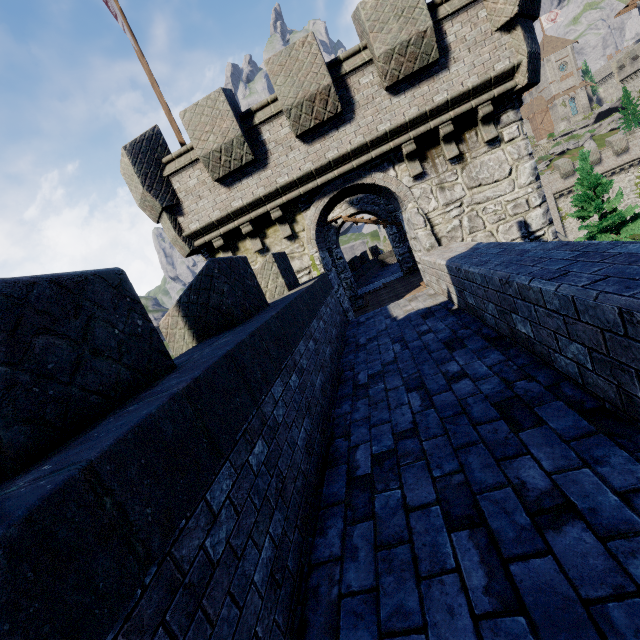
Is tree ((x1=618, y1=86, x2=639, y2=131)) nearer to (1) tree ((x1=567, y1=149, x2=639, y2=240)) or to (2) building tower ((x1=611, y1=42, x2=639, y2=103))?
(2) building tower ((x1=611, y1=42, x2=639, y2=103))

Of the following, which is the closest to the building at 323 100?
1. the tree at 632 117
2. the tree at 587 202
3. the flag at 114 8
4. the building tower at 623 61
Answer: the flag at 114 8

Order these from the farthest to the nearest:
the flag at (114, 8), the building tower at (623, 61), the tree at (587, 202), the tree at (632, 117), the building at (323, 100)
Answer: the tree at (632, 117)
the building tower at (623, 61)
the tree at (587, 202)
the flag at (114, 8)
the building at (323, 100)

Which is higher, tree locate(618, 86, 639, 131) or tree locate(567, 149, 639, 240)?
A: tree locate(618, 86, 639, 131)

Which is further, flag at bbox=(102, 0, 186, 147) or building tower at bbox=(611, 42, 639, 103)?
building tower at bbox=(611, 42, 639, 103)

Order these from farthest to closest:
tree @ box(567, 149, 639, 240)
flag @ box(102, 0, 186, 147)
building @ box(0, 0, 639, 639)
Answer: tree @ box(567, 149, 639, 240)
flag @ box(102, 0, 186, 147)
building @ box(0, 0, 639, 639)

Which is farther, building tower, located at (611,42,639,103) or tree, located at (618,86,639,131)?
tree, located at (618,86,639,131)

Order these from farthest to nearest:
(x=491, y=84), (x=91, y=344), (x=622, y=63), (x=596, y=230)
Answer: (x=622, y=63), (x=596, y=230), (x=491, y=84), (x=91, y=344)
